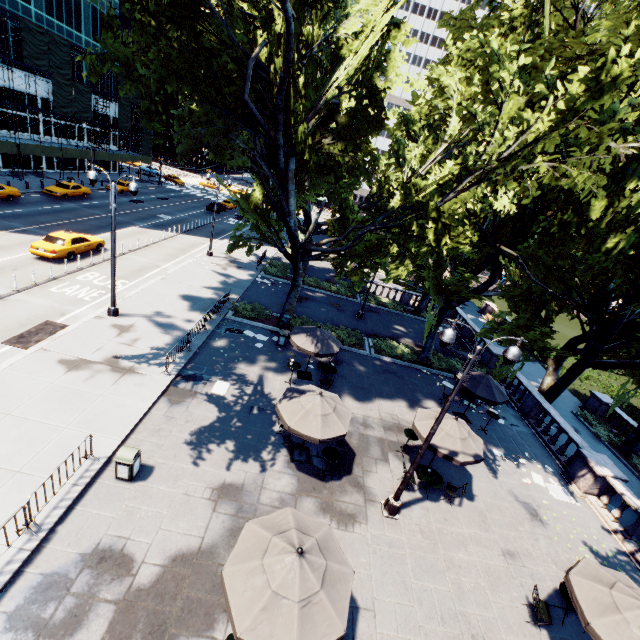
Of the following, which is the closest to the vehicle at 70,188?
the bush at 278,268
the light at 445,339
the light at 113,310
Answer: the light at 113,310

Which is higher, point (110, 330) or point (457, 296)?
point (457, 296)

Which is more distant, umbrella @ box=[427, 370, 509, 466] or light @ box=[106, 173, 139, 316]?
light @ box=[106, 173, 139, 316]

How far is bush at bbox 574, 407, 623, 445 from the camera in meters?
22.5 m

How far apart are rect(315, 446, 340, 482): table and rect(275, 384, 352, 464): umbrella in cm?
85

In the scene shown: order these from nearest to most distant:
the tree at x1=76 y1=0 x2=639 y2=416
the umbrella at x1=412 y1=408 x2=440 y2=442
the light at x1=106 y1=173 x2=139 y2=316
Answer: the tree at x1=76 y1=0 x2=639 y2=416, the umbrella at x1=412 y1=408 x2=440 y2=442, the light at x1=106 y1=173 x2=139 y2=316

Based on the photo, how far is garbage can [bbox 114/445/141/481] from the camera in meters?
9.6 m

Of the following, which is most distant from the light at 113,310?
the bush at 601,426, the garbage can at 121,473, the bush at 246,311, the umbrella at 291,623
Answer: the bush at 601,426
